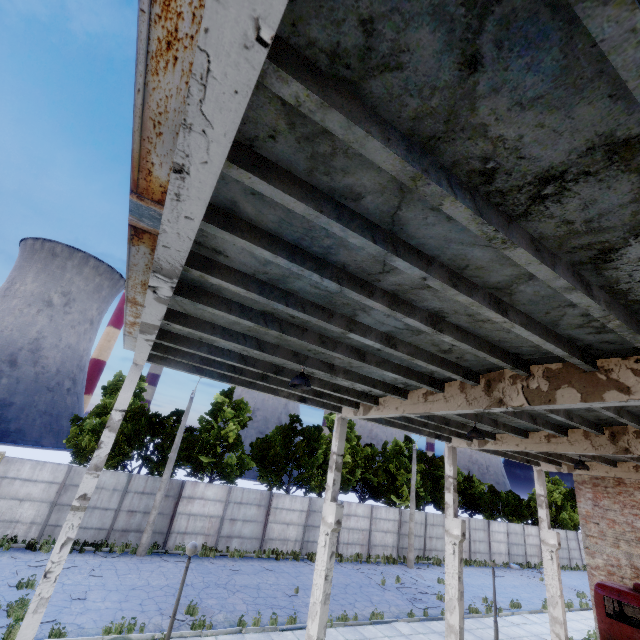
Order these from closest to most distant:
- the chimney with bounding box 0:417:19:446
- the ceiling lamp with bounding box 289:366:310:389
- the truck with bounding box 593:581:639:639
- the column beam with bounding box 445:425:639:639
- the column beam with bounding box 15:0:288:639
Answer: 1. the column beam with bounding box 15:0:288:639
2. the ceiling lamp with bounding box 289:366:310:389
3. the column beam with bounding box 445:425:639:639
4. the truck with bounding box 593:581:639:639
5. the chimney with bounding box 0:417:19:446

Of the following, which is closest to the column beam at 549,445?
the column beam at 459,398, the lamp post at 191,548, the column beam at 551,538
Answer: the column beam at 459,398

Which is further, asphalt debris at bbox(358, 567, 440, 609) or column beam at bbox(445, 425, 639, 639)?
asphalt debris at bbox(358, 567, 440, 609)

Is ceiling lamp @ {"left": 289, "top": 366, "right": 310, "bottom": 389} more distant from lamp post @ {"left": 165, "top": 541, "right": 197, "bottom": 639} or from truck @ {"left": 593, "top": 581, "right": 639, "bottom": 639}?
lamp post @ {"left": 165, "top": 541, "right": 197, "bottom": 639}

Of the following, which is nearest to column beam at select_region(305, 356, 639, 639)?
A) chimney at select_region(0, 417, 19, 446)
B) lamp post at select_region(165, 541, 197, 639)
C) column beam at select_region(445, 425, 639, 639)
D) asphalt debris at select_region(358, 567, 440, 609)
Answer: lamp post at select_region(165, 541, 197, 639)

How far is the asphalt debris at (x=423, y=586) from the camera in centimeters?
1767cm

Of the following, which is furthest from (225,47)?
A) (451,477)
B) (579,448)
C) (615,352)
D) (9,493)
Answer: (9,493)

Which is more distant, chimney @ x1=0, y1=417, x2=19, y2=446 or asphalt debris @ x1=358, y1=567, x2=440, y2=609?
chimney @ x1=0, y1=417, x2=19, y2=446
